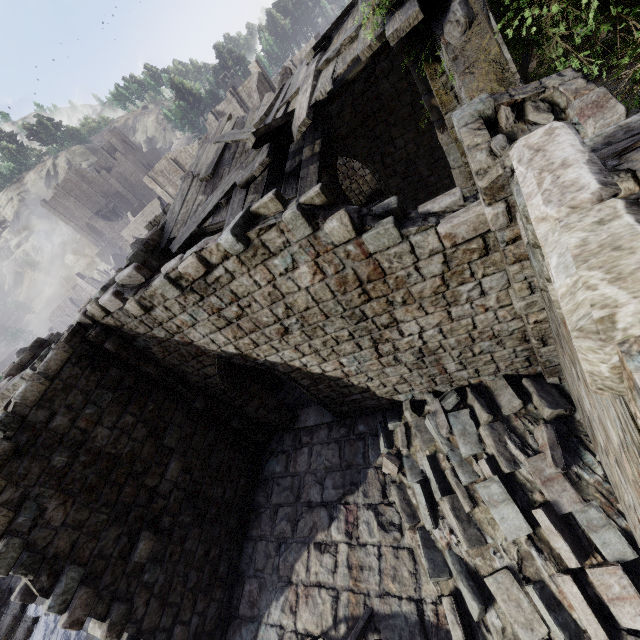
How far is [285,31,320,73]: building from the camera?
48.1 meters

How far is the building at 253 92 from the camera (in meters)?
41.62

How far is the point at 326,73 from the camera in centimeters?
696cm

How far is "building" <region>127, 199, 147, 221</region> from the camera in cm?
5362

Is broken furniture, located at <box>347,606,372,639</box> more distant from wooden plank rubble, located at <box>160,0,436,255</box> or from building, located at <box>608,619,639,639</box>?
wooden plank rubble, located at <box>160,0,436,255</box>

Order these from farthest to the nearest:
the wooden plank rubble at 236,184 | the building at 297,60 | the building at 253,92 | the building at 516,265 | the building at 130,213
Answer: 1. the building at 130,213
2. the building at 297,60
3. the building at 253,92
4. the wooden plank rubble at 236,184
5. the building at 516,265

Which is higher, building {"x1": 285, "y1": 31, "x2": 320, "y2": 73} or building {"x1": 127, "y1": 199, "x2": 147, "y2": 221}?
building {"x1": 127, "y1": 199, "x2": 147, "y2": 221}

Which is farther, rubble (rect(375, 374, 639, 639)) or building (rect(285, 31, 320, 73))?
building (rect(285, 31, 320, 73))
